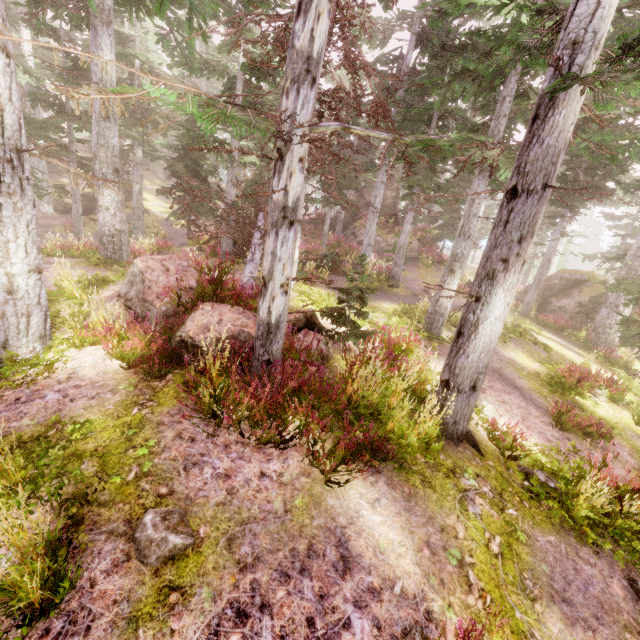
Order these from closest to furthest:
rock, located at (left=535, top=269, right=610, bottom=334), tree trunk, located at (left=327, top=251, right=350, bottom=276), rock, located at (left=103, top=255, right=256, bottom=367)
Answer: rock, located at (left=103, top=255, right=256, bottom=367) < tree trunk, located at (left=327, top=251, right=350, bottom=276) < rock, located at (left=535, top=269, right=610, bottom=334)

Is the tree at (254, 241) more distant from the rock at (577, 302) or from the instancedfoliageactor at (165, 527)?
the rock at (577, 302)

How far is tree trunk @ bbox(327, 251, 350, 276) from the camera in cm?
1736

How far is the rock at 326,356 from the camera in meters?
6.8 m

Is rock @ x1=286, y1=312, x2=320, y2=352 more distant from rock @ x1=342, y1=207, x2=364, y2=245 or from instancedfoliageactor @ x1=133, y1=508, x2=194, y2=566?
rock @ x1=342, y1=207, x2=364, y2=245

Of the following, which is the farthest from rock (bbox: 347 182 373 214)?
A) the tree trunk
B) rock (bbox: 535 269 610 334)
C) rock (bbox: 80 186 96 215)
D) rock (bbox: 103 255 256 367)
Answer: rock (bbox: 103 255 256 367)

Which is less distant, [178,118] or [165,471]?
[165,471]

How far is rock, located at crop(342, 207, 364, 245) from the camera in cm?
3021
